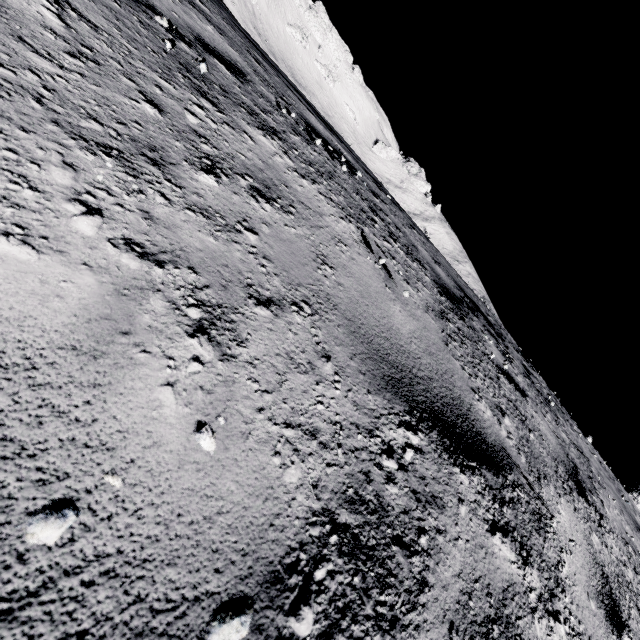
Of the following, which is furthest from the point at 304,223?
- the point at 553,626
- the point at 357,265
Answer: the point at 553,626
